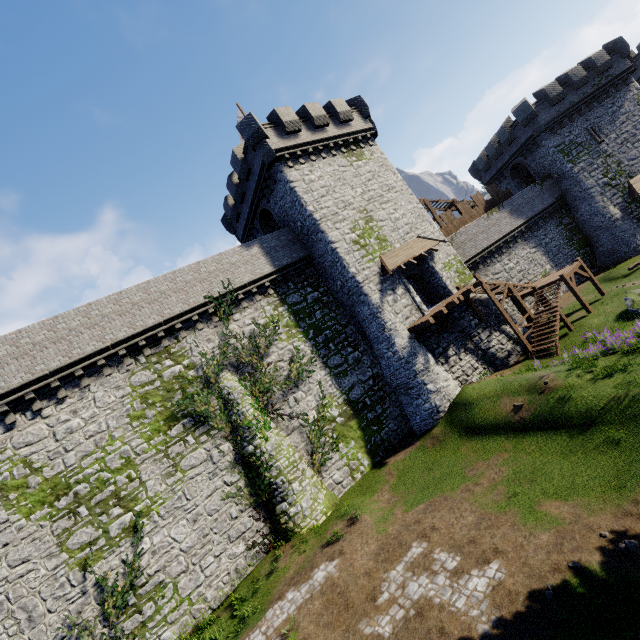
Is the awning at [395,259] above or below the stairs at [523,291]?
above

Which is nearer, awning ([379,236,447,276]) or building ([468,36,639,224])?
awning ([379,236,447,276])

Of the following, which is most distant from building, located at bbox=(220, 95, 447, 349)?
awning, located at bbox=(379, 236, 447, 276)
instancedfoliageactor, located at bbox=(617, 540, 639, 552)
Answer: instancedfoliageactor, located at bbox=(617, 540, 639, 552)

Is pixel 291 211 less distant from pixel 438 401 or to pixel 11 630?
pixel 438 401

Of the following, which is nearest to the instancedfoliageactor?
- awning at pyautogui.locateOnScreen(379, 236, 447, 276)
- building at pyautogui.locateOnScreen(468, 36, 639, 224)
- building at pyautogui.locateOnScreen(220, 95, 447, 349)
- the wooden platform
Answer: the wooden platform

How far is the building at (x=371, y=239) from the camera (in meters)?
20.84

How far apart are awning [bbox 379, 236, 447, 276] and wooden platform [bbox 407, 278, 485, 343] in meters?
3.1

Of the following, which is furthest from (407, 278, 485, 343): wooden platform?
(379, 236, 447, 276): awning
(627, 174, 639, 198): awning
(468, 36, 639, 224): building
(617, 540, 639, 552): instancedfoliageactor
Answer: (627, 174, 639, 198): awning
